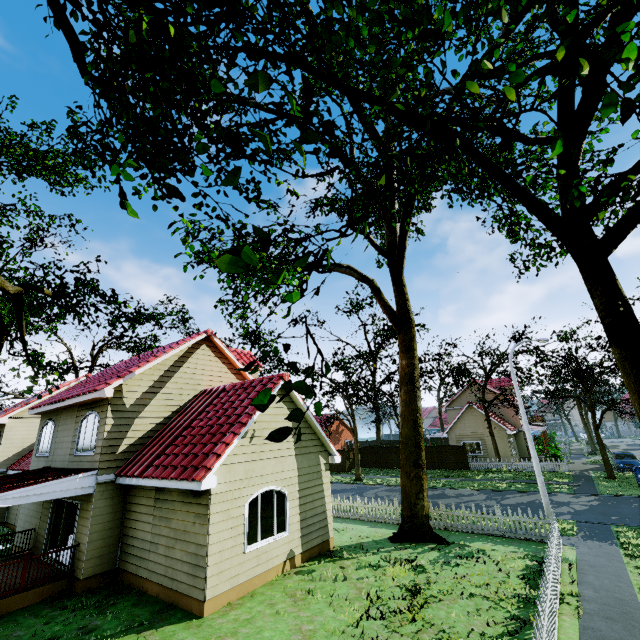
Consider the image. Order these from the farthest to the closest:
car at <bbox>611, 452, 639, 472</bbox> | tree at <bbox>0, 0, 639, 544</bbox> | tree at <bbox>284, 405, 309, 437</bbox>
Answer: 1. car at <bbox>611, 452, 639, 472</bbox>
2. tree at <bbox>0, 0, 639, 544</bbox>
3. tree at <bbox>284, 405, 309, 437</bbox>

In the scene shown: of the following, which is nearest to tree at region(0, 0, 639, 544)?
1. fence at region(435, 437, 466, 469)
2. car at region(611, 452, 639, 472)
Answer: fence at region(435, 437, 466, 469)

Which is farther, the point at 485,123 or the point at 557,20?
the point at 485,123

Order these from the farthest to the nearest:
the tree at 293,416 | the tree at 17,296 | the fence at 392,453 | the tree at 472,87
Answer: the fence at 392,453 < the tree at 17,296 < the tree at 472,87 < the tree at 293,416

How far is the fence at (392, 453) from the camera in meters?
35.4
